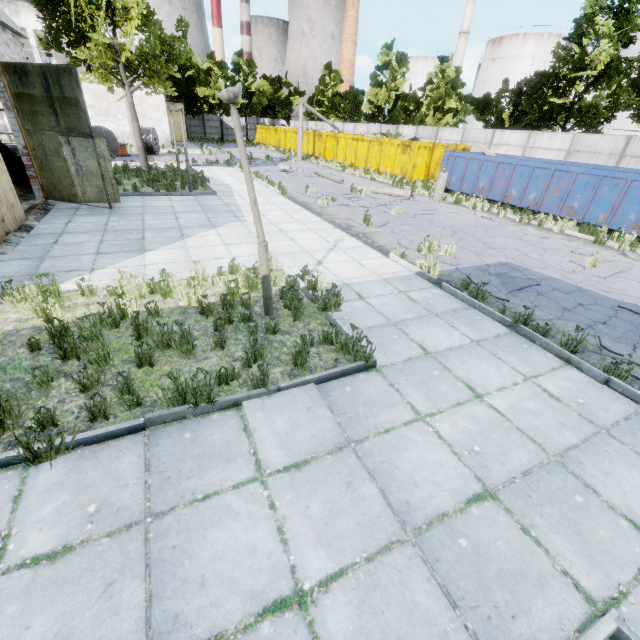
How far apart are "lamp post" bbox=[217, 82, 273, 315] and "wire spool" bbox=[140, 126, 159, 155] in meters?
27.2 m

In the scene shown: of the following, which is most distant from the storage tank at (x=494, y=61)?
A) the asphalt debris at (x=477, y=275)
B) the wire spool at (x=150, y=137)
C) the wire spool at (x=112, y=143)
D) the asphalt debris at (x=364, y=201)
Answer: the asphalt debris at (x=477, y=275)

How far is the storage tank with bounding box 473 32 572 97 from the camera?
47.8m

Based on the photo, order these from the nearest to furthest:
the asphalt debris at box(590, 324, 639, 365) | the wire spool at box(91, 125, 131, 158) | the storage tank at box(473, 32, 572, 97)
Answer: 1. the asphalt debris at box(590, 324, 639, 365)
2. the wire spool at box(91, 125, 131, 158)
3. the storage tank at box(473, 32, 572, 97)

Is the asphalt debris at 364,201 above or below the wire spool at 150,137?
below

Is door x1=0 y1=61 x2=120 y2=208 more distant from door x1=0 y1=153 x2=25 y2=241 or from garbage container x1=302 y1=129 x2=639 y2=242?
garbage container x1=302 y1=129 x2=639 y2=242

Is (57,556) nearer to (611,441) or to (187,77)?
(611,441)

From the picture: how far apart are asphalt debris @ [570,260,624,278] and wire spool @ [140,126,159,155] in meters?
28.7
